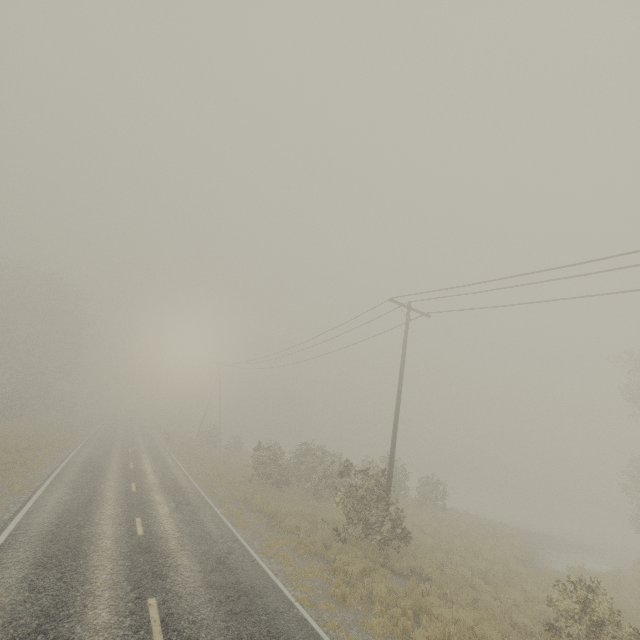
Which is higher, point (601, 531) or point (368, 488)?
point (368, 488)

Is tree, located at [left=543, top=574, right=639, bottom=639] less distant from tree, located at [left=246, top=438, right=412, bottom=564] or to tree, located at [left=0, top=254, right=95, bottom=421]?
tree, located at [left=246, top=438, right=412, bottom=564]

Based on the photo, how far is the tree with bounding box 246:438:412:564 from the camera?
14.12m

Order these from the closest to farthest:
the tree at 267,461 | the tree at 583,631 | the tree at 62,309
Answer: the tree at 583,631 < the tree at 267,461 < the tree at 62,309

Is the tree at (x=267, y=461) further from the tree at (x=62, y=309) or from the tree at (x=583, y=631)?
the tree at (x=62, y=309)

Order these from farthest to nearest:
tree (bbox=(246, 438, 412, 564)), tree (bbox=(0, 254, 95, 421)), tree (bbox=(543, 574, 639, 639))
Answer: tree (bbox=(0, 254, 95, 421))
tree (bbox=(246, 438, 412, 564))
tree (bbox=(543, 574, 639, 639))

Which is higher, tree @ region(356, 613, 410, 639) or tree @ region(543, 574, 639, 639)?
tree @ region(543, 574, 639, 639)

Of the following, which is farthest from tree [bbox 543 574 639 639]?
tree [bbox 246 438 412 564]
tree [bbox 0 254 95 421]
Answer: tree [bbox 0 254 95 421]
